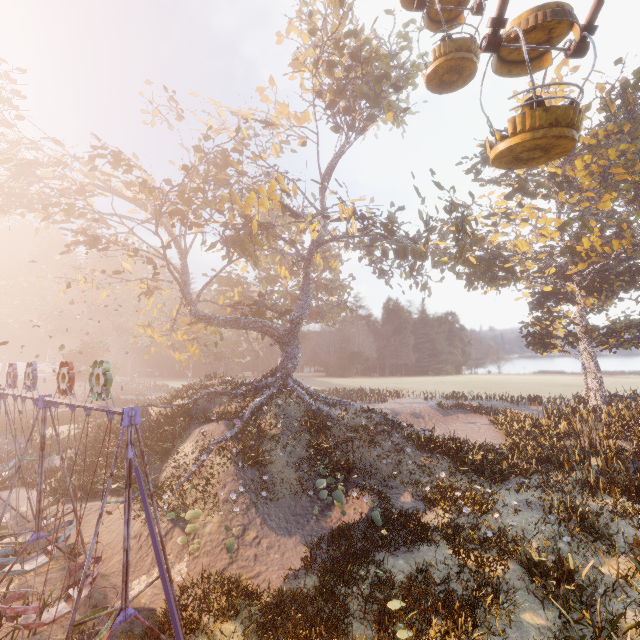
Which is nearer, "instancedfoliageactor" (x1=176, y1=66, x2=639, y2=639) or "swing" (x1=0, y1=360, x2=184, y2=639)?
"swing" (x1=0, y1=360, x2=184, y2=639)

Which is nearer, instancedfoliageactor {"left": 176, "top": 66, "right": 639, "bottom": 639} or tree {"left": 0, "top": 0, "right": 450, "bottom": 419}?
instancedfoliageactor {"left": 176, "top": 66, "right": 639, "bottom": 639}

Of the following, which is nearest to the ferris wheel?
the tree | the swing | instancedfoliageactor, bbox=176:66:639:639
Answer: the tree

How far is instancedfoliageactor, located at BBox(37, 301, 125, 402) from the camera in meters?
44.2

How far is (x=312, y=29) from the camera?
19.7m

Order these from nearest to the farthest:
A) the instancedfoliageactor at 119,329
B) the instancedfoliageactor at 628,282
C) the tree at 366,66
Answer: the instancedfoliageactor at 628,282 < the tree at 366,66 < the instancedfoliageactor at 119,329

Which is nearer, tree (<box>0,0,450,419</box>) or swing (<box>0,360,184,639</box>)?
swing (<box>0,360,184,639</box>)

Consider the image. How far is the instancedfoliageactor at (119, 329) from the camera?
44.2 meters
